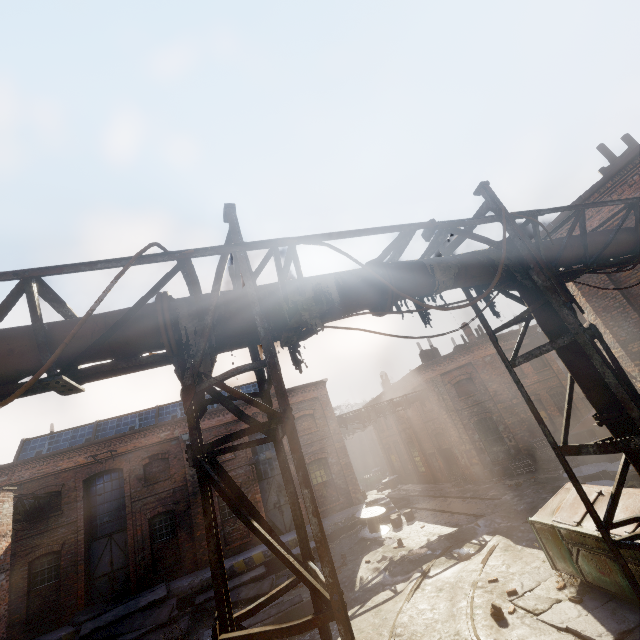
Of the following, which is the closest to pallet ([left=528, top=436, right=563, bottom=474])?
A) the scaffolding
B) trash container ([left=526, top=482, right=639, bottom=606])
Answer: trash container ([left=526, top=482, right=639, bottom=606])

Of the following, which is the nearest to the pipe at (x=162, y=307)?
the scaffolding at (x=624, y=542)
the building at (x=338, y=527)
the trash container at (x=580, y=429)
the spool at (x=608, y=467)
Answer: the scaffolding at (x=624, y=542)

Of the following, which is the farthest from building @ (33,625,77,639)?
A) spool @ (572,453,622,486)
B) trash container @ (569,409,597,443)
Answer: trash container @ (569,409,597,443)

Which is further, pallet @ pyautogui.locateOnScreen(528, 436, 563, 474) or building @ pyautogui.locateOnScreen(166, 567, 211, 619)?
pallet @ pyautogui.locateOnScreen(528, 436, 563, 474)

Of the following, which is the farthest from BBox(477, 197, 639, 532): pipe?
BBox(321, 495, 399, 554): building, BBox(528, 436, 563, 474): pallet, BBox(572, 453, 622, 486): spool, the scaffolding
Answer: BBox(321, 495, 399, 554): building

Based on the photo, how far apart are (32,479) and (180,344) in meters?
19.7 m

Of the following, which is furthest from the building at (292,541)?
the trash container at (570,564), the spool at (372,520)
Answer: the trash container at (570,564)

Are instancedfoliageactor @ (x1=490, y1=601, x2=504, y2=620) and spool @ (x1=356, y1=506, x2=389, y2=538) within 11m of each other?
yes
